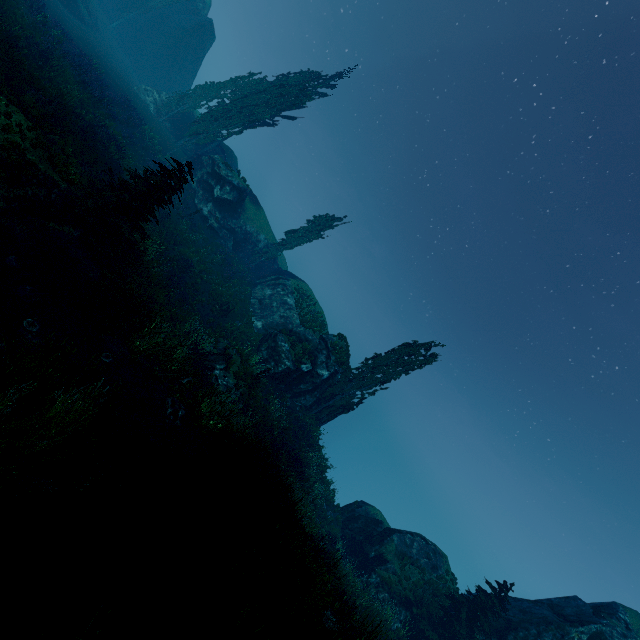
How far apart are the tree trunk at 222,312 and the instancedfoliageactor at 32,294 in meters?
13.9

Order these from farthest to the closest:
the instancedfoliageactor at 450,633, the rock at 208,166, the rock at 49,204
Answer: the rock at 208,166 < the instancedfoliageactor at 450,633 < the rock at 49,204

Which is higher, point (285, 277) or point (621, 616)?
point (621, 616)

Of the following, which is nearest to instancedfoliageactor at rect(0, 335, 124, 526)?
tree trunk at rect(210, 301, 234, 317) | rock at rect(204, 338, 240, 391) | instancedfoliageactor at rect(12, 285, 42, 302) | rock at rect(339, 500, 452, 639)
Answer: rock at rect(339, 500, 452, 639)

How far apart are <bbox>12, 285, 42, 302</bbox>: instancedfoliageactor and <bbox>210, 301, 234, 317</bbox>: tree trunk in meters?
13.9 m

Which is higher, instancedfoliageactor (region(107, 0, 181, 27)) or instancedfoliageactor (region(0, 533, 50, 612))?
instancedfoliageactor (region(107, 0, 181, 27))

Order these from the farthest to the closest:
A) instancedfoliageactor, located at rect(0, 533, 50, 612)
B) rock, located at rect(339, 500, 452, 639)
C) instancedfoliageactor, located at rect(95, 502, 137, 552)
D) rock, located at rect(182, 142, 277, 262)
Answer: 1. rock, located at rect(182, 142, 277, 262)
2. rock, located at rect(339, 500, 452, 639)
3. instancedfoliageactor, located at rect(95, 502, 137, 552)
4. instancedfoliageactor, located at rect(0, 533, 50, 612)
